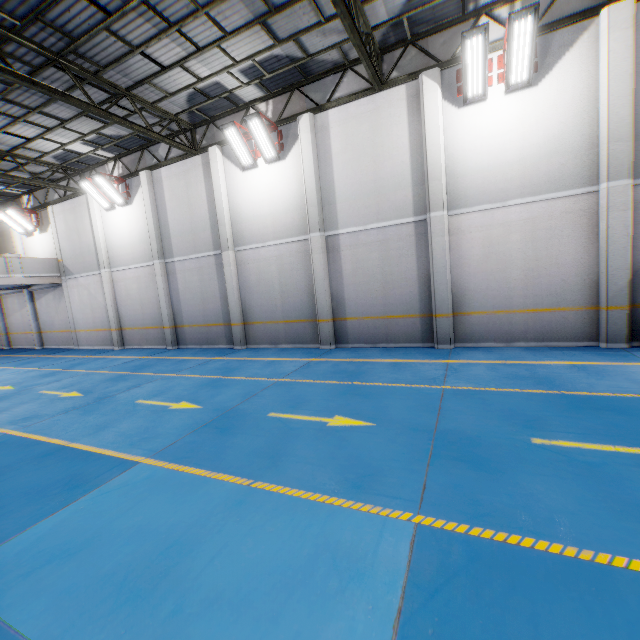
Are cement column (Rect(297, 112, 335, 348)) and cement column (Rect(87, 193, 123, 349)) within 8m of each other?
no

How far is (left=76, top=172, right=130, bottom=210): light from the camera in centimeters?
1410cm

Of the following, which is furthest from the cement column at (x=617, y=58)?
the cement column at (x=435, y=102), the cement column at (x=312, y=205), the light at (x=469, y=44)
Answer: the cement column at (x=312, y=205)

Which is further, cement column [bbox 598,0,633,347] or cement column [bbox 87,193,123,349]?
cement column [bbox 87,193,123,349]

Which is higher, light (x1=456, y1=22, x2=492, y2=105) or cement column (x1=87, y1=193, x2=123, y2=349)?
light (x1=456, y1=22, x2=492, y2=105)

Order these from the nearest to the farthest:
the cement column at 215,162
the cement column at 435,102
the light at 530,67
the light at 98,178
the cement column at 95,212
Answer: the light at 530,67
the cement column at 435,102
the cement column at 215,162
the light at 98,178
the cement column at 95,212

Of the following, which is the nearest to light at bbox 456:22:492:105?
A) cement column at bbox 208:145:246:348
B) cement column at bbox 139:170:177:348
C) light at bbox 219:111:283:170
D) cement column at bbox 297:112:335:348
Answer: cement column at bbox 297:112:335:348

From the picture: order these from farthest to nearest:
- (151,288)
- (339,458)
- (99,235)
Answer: (99,235)
(151,288)
(339,458)
